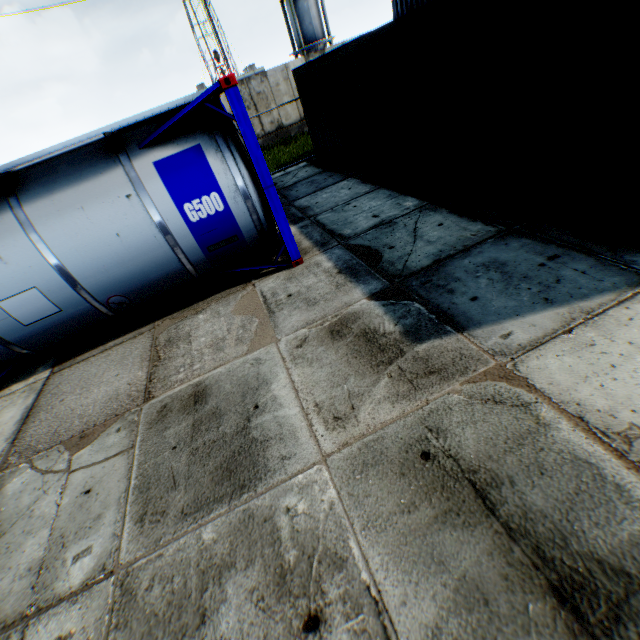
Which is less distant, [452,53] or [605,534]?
[605,534]

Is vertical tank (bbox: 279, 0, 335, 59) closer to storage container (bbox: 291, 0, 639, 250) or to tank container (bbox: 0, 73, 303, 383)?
storage container (bbox: 291, 0, 639, 250)

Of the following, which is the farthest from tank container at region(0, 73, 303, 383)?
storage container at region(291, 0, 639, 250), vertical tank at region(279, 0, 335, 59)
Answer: vertical tank at region(279, 0, 335, 59)

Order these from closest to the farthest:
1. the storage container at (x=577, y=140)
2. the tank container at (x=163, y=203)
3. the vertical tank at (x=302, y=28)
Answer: the storage container at (x=577, y=140) → the tank container at (x=163, y=203) → the vertical tank at (x=302, y=28)

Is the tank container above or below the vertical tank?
below

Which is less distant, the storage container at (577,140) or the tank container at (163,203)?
the storage container at (577,140)
